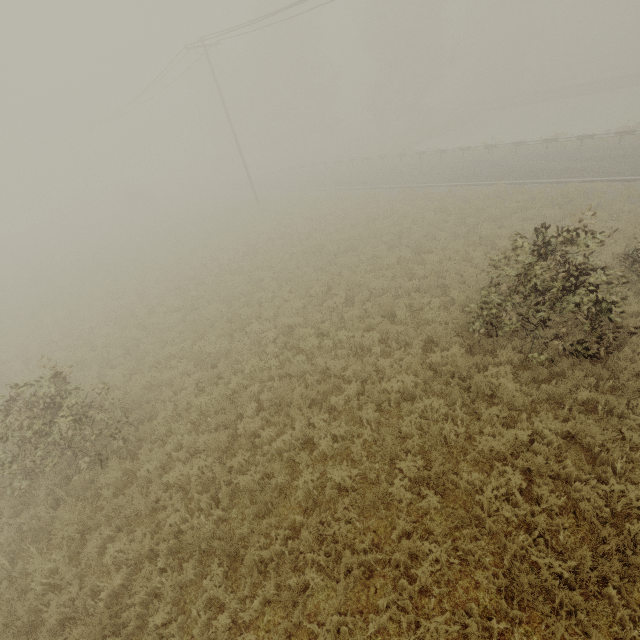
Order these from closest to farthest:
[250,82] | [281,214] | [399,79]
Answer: [281,214] < [399,79] < [250,82]

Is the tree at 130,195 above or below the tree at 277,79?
below

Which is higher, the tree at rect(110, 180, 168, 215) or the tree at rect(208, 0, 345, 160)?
the tree at rect(208, 0, 345, 160)

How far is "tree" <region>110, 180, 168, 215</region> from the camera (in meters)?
40.62

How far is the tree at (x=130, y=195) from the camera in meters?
40.6 m
